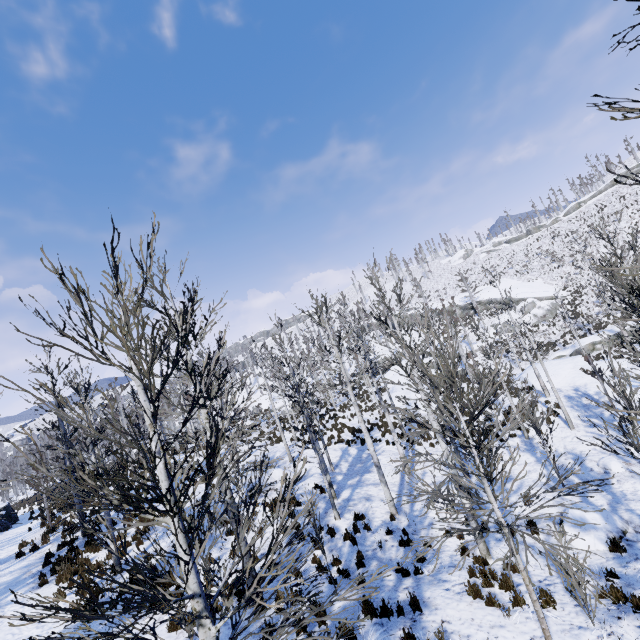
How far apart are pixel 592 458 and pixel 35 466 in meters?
18.7

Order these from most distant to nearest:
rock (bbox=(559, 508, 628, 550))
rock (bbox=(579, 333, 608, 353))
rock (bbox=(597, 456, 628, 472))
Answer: rock (bbox=(579, 333, 608, 353)) → rock (bbox=(597, 456, 628, 472)) → rock (bbox=(559, 508, 628, 550))

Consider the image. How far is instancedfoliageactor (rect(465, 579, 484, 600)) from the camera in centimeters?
754cm

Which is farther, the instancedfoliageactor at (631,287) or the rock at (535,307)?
the rock at (535,307)

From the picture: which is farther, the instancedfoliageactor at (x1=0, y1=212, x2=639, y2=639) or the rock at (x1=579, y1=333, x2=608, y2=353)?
the rock at (x1=579, y1=333, x2=608, y2=353)

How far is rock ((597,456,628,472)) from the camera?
12.4m

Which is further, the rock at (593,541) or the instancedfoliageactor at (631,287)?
the rock at (593,541)
